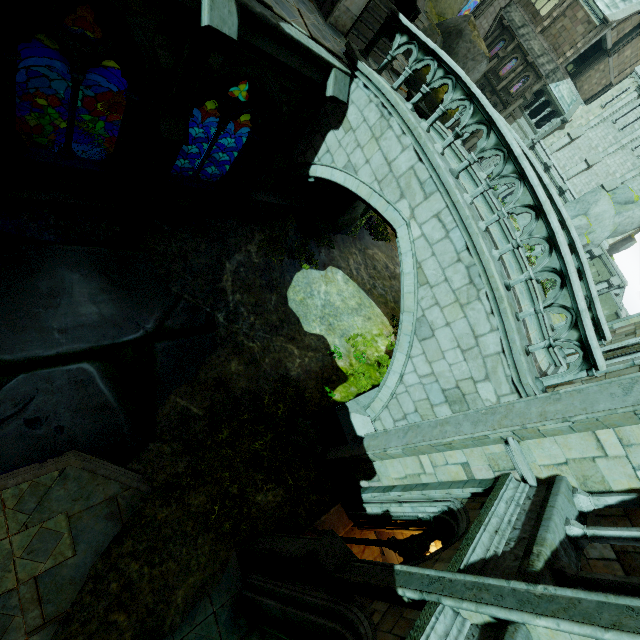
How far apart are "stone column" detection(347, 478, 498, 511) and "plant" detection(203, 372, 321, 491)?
1.2m

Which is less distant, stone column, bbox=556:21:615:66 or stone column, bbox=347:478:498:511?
stone column, bbox=347:478:498:511

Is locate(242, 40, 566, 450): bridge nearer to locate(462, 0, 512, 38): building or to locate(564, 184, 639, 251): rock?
locate(462, 0, 512, 38): building

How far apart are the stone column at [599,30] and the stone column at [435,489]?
43.3 meters

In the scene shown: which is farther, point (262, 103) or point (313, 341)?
point (313, 341)

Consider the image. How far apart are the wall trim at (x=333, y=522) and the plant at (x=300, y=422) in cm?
81

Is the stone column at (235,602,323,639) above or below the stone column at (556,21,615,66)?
below

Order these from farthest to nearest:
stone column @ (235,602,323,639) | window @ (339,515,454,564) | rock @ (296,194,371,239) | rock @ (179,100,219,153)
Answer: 1. rock @ (179,100,219,153)
2. rock @ (296,194,371,239)
3. window @ (339,515,454,564)
4. stone column @ (235,602,323,639)
